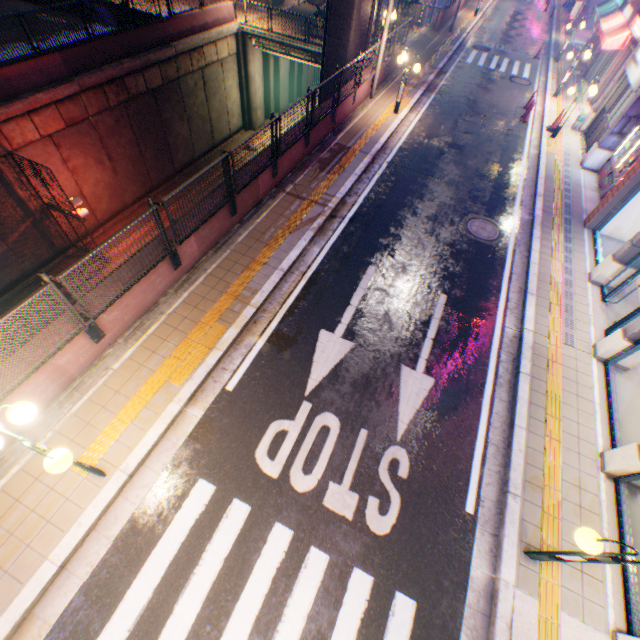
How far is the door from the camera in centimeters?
1334cm

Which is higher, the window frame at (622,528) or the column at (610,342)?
the column at (610,342)

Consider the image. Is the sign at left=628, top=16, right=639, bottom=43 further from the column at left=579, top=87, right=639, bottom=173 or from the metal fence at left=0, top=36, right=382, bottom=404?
the column at left=579, top=87, right=639, bottom=173

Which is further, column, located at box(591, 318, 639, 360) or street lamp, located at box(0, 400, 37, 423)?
column, located at box(591, 318, 639, 360)

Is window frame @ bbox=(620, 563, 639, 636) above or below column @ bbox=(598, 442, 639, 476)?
below

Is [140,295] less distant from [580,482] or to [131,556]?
[131,556]

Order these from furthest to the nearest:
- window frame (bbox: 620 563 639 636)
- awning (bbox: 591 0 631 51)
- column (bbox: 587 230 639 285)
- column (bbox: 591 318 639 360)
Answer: awning (bbox: 591 0 631 51)
column (bbox: 587 230 639 285)
column (bbox: 591 318 639 360)
window frame (bbox: 620 563 639 636)

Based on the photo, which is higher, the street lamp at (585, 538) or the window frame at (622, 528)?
the street lamp at (585, 538)
